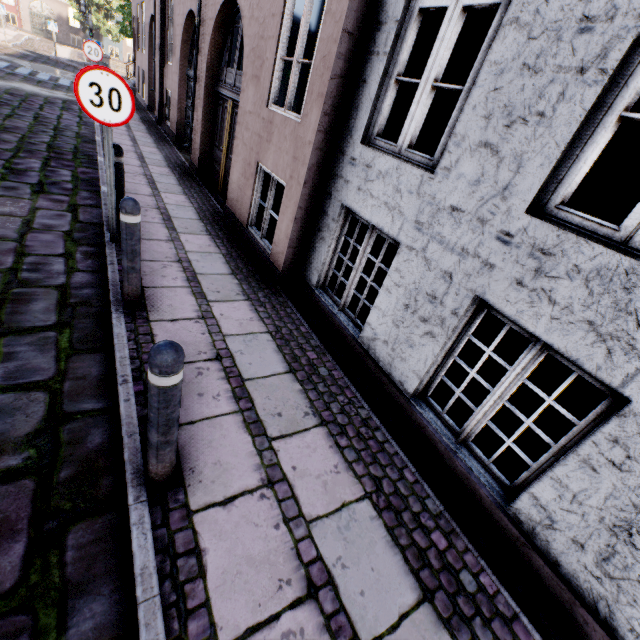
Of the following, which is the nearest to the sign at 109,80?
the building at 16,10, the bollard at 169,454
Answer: the building at 16,10

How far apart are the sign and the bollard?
3.39m

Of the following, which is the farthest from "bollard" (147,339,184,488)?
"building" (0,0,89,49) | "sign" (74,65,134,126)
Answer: "sign" (74,65,134,126)

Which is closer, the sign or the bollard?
the bollard

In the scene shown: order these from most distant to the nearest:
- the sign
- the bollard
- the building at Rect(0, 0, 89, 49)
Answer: the building at Rect(0, 0, 89, 49), the sign, the bollard

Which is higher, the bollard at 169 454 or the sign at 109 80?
the sign at 109 80

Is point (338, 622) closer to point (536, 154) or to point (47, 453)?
point (47, 453)

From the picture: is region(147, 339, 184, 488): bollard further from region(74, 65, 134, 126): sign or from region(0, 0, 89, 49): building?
region(74, 65, 134, 126): sign
